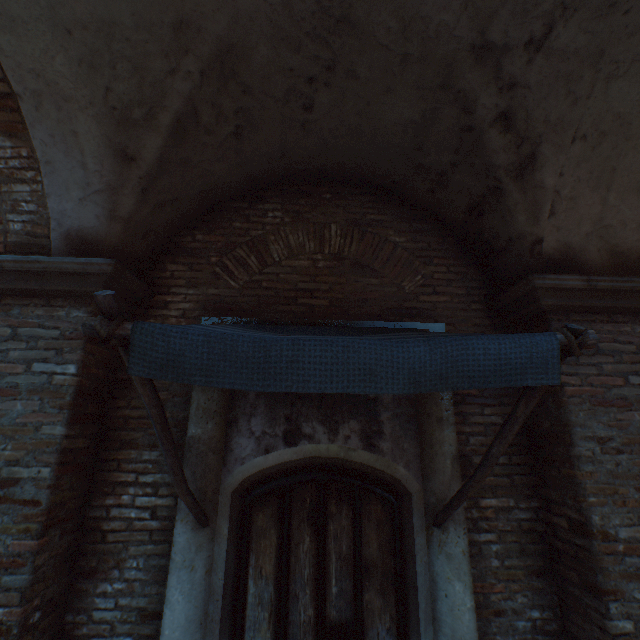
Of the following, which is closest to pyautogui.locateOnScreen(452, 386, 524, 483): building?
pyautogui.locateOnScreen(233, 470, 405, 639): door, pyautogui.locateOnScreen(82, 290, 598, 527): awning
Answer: pyautogui.locateOnScreen(82, 290, 598, 527): awning

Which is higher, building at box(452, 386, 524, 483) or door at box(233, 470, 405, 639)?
building at box(452, 386, 524, 483)

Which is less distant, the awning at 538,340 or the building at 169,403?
the awning at 538,340

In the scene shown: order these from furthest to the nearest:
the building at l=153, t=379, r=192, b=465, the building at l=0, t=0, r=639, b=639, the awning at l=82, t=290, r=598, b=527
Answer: the building at l=153, t=379, r=192, b=465
the building at l=0, t=0, r=639, b=639
the awning at l=82, t=290, r=598, b=527

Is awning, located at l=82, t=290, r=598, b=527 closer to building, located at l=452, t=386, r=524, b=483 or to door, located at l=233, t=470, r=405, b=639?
door, located at l=233, t=470, r=405, b=639

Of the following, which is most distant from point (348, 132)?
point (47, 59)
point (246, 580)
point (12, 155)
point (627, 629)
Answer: point (627, 629)

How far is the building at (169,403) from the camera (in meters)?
2.94
